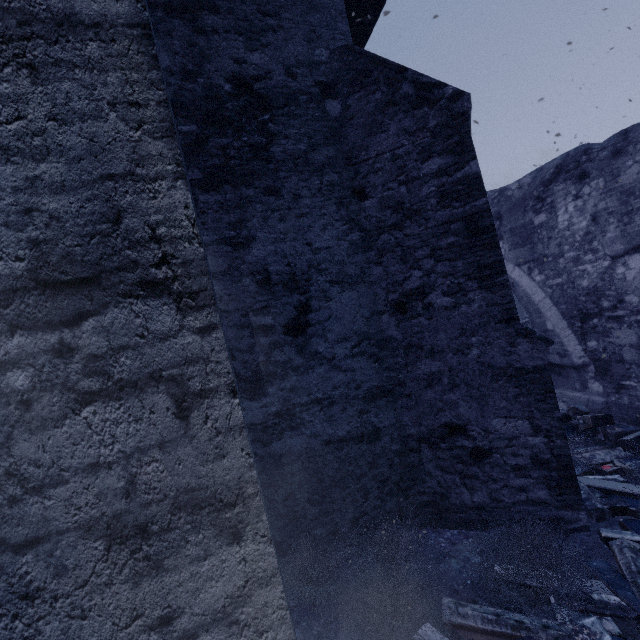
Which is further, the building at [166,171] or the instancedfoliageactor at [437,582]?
the instancedfoliageactor at [437,582]

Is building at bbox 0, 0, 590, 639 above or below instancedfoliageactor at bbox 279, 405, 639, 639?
above

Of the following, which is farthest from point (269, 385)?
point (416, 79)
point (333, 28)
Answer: point (333, 28)

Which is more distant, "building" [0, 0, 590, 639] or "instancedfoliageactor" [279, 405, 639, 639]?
"instancedfoliageactor" [279, 405, 639, 639]

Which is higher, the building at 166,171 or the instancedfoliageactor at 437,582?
the building at 166,171
